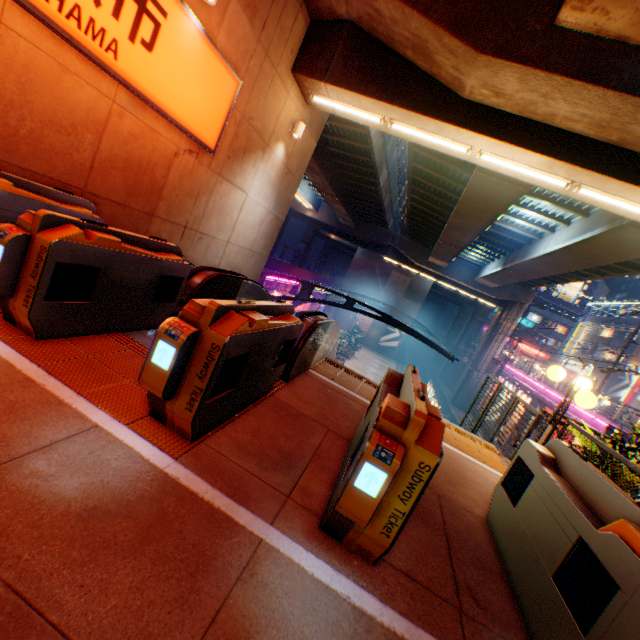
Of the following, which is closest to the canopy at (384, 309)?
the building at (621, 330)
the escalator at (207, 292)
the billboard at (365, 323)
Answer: the billboard at (365, 323)

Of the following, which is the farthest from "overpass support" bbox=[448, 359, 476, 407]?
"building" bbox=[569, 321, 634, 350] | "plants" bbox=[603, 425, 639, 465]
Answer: "plants" bbox=[603, 425, 639, 465]

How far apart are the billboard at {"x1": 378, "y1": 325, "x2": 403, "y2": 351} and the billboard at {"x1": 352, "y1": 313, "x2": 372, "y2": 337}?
2.0 meters

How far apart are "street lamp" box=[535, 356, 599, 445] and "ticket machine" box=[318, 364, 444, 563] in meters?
3.0 m

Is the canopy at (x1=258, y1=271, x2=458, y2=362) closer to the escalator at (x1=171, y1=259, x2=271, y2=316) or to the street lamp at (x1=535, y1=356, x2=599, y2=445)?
the escalator at (x1=171, y1=259, x2=271, y2=316)

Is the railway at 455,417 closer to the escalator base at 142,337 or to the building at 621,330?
the building at 621,330

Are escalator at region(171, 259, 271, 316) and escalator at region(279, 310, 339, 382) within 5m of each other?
yes

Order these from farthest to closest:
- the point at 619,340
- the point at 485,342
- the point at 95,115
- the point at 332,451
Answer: the point at 619,340 → the point at 485,342 → the point at 95,115 → the point at 332,451
